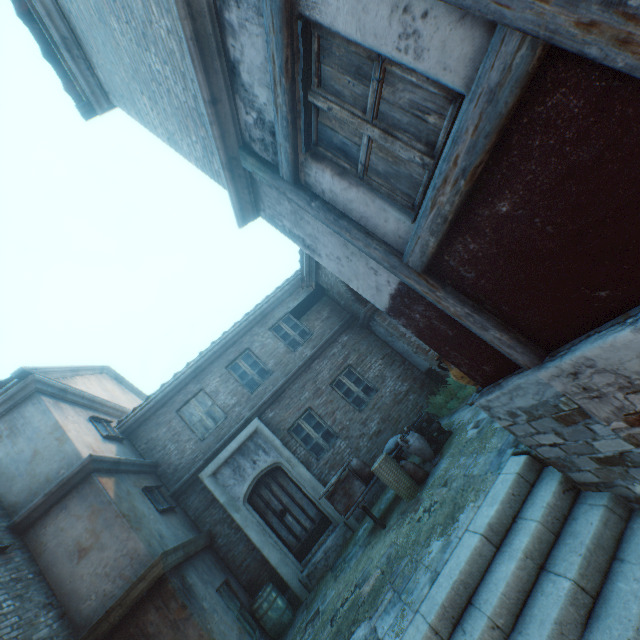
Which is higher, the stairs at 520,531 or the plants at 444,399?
the plants at 444,399

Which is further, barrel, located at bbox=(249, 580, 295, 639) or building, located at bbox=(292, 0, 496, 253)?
barrel, located at bbox=(249, 580, 295, 639)

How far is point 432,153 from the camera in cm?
227

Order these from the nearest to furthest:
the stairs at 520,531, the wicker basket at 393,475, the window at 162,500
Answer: the stairs at 520,531 < the wicker basket at 393,475 < the window at 162,500

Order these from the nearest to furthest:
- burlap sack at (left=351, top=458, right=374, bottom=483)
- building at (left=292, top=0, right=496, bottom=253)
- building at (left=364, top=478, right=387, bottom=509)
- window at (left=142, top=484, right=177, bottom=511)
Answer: building at (left=292, top=0, right=496, bottom=253) < burlap sack at (left=351, top=458, right=374, bottom=483) < window at (left=142, top=484, right=177, bottom=511) < building at (left=364, top=478, right=387, bottom=509)

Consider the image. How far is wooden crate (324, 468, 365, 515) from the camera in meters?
6.8

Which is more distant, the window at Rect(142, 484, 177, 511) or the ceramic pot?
the window at Rect(142, 484, 177, 511)

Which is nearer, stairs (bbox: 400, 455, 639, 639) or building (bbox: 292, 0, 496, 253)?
building (bbox: 292, 0, 496, 253)
